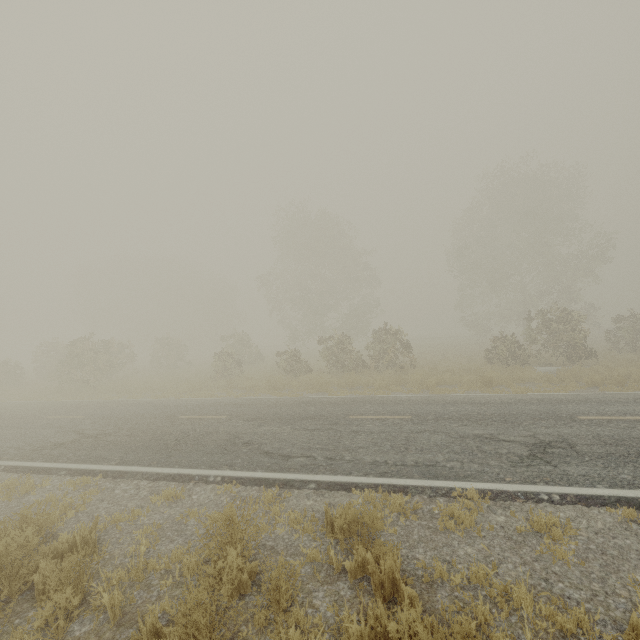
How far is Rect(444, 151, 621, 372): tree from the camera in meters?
18.5

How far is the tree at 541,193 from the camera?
18.55m

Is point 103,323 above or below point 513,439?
above
